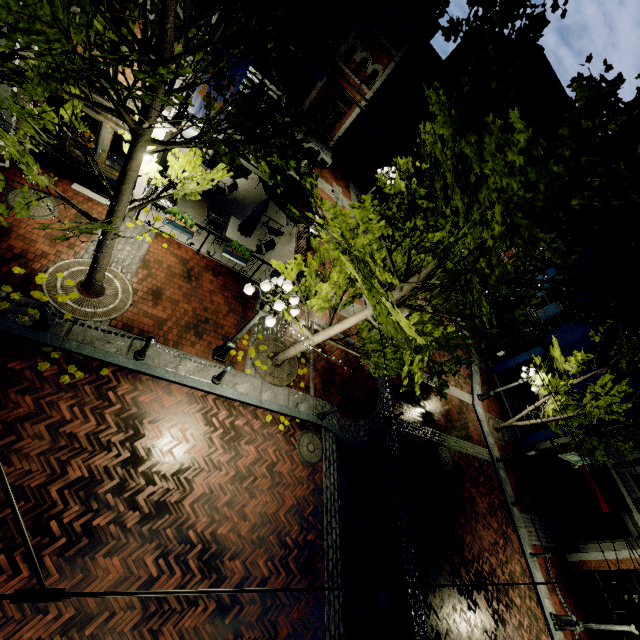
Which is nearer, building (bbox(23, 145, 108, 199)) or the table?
building (bbox(23, 145, 108, 199))

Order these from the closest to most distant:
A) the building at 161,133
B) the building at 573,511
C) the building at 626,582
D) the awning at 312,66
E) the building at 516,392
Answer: the building at 161,133, the building at 626,582, the building at 573,511, the awning at 312,66, the building at 516,392

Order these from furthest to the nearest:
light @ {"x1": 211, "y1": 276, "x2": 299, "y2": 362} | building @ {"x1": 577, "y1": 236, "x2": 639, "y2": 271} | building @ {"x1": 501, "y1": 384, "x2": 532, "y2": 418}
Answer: building @ {"x1": 501, "y1": 384, "x2": 532, "y2": 418}, building @ {"x1": 577, "y1": 236, "x2": 639, "y2": 271}, light @ {"x1": 211, "y1": 276, "x2": 299, "y2": 362}

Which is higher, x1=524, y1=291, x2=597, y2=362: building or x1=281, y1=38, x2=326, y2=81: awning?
x1=524, y1=291, x2=597, y2=362: building

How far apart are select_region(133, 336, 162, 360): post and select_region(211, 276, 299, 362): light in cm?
152

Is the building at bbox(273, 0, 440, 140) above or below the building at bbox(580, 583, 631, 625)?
above

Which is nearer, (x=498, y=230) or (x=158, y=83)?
(x=498, y=230)

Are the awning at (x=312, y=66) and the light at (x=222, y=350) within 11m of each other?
no
